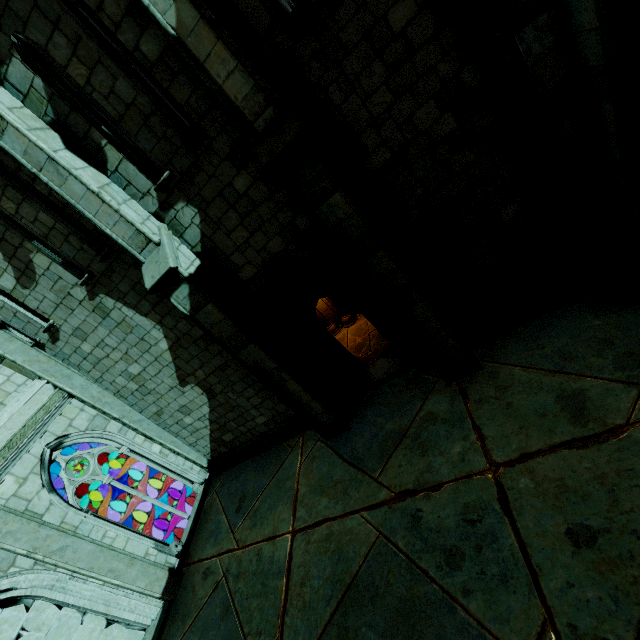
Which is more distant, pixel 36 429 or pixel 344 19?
pixel 36 429

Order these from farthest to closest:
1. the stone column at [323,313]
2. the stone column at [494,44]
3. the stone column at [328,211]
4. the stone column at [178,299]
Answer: the stone column at [323,313], the stone column at [178,299], the stone column at [328,211], the stone column at [494,44]

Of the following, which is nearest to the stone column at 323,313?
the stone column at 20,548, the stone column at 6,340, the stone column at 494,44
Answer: the stone column at 6,340

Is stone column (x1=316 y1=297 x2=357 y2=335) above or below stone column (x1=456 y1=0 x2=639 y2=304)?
below

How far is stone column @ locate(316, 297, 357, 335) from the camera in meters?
10.3

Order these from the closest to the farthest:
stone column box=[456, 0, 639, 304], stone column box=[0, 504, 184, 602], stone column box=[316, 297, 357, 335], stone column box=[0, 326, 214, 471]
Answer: stone column box=[456, 0, 639, 304]
stone column box=[0, 504, 184, 602]
stone column box=[0, 326, 214, 471]
stone column box=[316, 297, 357, 335]

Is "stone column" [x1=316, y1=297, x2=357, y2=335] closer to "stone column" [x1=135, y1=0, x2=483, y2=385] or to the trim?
"stone column" [x1=135, y1=0, x2=483, y2=385]

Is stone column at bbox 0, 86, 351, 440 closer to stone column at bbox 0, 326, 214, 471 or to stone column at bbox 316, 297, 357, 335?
stone column at bbox 316, 297, 357, 335
